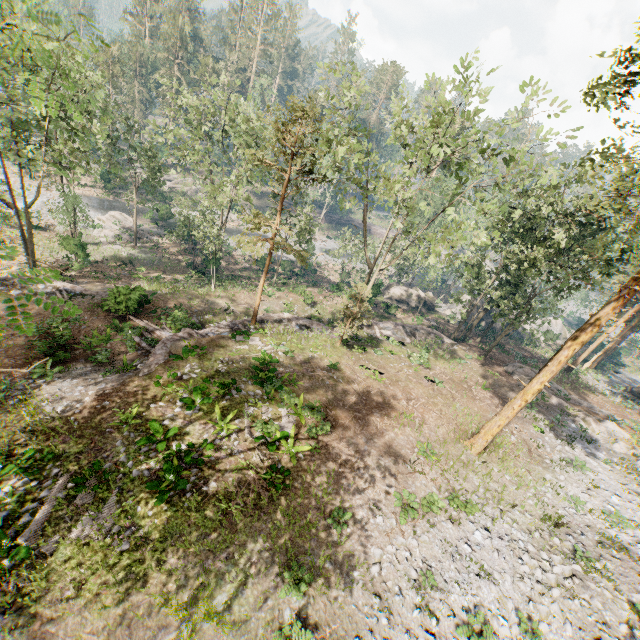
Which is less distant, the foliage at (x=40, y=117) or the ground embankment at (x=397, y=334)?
the foliage at (x=40, y=117)

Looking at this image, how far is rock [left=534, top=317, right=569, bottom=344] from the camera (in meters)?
49.28

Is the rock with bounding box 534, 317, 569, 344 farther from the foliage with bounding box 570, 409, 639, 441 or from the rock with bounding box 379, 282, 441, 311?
the rock with bounding box 379, 282, 441, 311

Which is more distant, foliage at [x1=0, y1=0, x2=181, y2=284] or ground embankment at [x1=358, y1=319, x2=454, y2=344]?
ground embankment at [x1=358, y1=319, x2=454, y2=344]

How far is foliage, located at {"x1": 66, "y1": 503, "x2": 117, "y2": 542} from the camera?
10.27m

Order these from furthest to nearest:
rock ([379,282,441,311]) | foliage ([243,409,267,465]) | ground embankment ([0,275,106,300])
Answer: rock ([379,282,441,311])
ground embankment ([0,275,106,300])
foliage ([243,409,267,465])

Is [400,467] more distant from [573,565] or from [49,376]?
[49,376]

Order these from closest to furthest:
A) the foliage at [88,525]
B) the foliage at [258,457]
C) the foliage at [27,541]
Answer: the foliage at [27,541], the foliage at [88,525], the foliage at [258,457]
